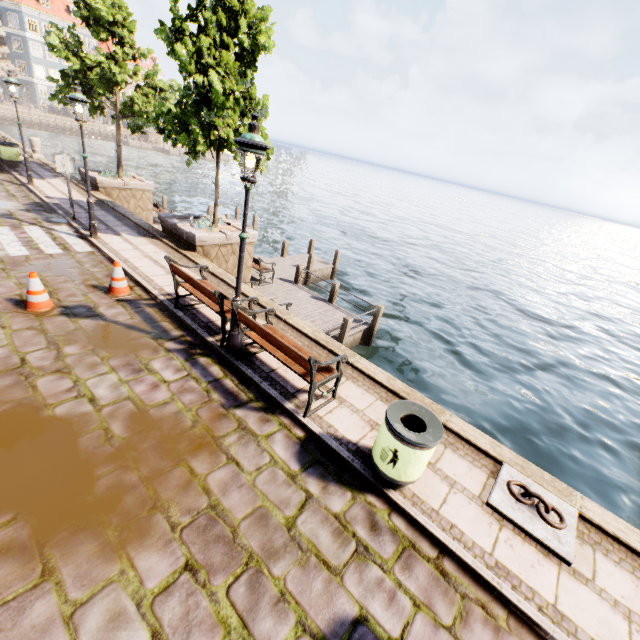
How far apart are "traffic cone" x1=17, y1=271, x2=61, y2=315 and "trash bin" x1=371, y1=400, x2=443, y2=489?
6.40m

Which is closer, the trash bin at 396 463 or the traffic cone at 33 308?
the trash bin at 396 463

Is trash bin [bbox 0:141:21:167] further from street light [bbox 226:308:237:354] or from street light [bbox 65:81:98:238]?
street light [bbox 226:308:237:354]

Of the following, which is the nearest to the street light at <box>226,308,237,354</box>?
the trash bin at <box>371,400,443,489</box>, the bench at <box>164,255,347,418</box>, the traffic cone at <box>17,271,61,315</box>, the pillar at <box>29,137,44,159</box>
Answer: the bench at <box>164,255,347,418</box>

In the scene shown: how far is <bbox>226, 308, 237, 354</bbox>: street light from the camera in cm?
568

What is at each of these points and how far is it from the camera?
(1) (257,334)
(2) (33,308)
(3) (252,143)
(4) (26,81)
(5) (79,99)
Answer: (1) bench, 5.2m
(2) traffic cone, 6.0m
(3) street light, 4.3m
(4) building, 53.5m
(5) street light, 7.9m

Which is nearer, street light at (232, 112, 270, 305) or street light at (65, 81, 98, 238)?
street light at (232, 112, 270, 305)

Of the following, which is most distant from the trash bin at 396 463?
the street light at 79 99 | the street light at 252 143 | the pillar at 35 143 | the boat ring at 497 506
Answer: the pillar at 35 143
